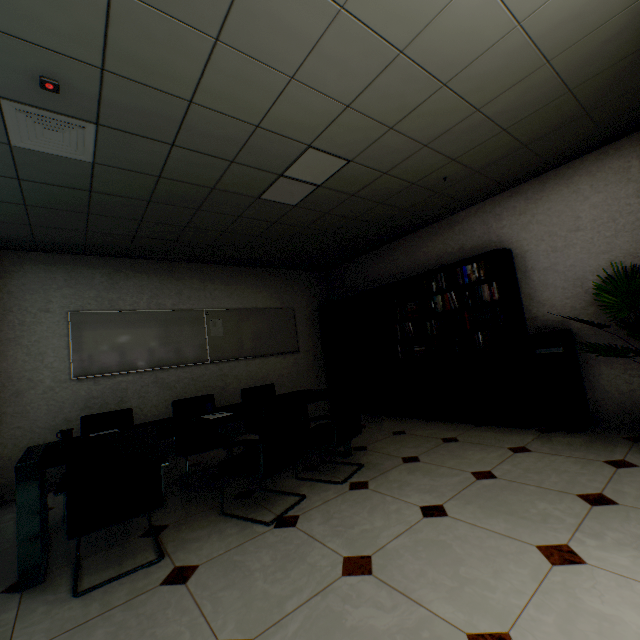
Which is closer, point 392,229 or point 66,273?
point 66,273

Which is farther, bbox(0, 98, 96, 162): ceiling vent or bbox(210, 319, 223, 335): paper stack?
bbox(210, 319, 223, 335): paper stack

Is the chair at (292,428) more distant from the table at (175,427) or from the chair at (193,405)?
the chair at (193,405)

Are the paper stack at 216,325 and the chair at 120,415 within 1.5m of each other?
no

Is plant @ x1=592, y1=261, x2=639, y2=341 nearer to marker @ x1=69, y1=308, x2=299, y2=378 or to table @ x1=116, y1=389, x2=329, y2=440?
table @ x1=116, y1=389, x2=329, y2=440

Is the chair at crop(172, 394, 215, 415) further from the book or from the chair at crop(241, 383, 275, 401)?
the book

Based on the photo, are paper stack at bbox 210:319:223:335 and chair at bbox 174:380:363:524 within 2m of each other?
no

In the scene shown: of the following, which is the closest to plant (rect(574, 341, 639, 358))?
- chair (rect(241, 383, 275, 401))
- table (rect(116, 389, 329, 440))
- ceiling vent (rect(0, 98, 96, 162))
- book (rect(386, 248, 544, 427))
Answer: book (rect(386, 248, 544, 427))
